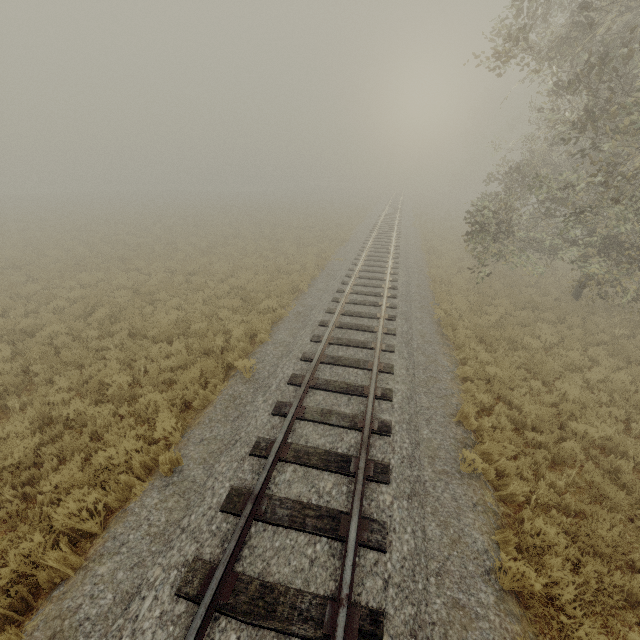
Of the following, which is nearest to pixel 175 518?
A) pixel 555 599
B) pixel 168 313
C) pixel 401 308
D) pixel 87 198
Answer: pixel 555 599
